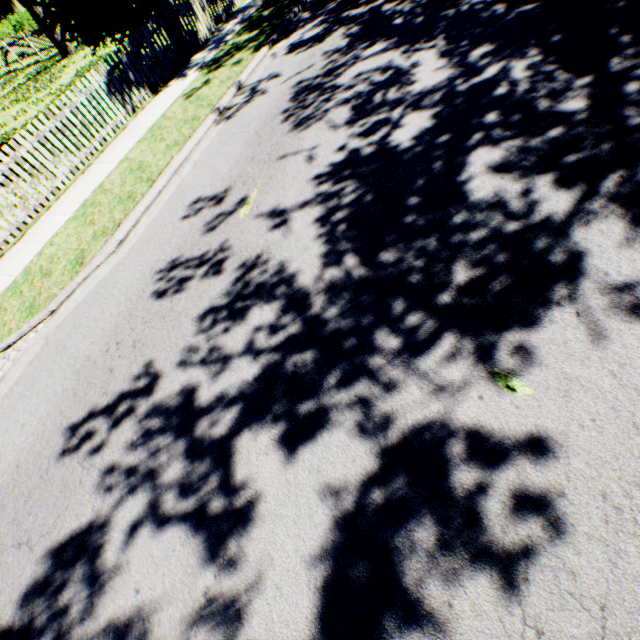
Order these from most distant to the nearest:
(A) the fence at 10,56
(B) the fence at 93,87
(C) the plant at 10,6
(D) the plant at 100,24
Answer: (C) the plant at 10,6 < (A) the fence at 10,56 < (D) the plant at 100,24 < (B) the fence at 93,87

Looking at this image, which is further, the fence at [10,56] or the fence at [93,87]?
the fence at [10,56]

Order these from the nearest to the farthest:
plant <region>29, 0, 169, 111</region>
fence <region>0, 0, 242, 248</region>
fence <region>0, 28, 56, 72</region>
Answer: fence <region>0, 0, 242, 248</region>
plant <region>29, 0, 169, 111</region>
fence <region>0, 28, 56, 72</region>

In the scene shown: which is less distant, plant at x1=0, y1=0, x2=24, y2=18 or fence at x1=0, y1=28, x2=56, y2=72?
fence at x1=0, y1=28, x2=56, y2=72

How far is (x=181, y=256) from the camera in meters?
5.1 m

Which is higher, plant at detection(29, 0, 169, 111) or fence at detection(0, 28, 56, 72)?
plant at detection(29, 0, 169, 111)
